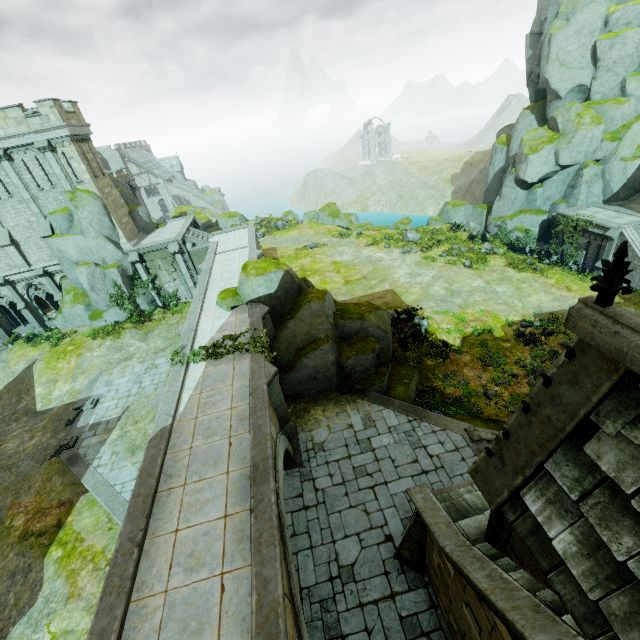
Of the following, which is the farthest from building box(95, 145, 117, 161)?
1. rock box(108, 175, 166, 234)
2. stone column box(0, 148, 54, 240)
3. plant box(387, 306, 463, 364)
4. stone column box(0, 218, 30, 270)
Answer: plant box(387, 306, 463, 364)

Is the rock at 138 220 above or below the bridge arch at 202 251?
above

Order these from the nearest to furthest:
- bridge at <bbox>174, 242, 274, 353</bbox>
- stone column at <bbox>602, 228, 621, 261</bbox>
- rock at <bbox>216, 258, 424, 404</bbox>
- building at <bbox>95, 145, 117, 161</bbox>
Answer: bridge at <bbox>174, 242, 274, 353</bbox>
rock at <bbox>216, 258, 424, 404</bbox>
stone column at <bbox>602, 228, 621, 261</bbox>
building at <bbox>95, 145, 117, 161</bbox>

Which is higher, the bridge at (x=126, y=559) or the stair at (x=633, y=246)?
the bridge at (x=126, y=559)

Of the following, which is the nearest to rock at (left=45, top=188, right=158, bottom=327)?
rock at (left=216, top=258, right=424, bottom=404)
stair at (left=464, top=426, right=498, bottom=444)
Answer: rock at (left=216, top=258, right=424, bottom=404)

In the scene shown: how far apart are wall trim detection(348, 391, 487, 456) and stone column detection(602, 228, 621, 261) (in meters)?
19.07

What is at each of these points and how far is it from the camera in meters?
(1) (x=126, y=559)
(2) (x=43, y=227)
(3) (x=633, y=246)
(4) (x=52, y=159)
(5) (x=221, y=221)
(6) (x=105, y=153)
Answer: (1) bridge, 7.8
(2) stone column, 25.6
(3) stair, 22.3
(4) stone column, 23.8
(5) rock, 47.9
(6) building, 59.6

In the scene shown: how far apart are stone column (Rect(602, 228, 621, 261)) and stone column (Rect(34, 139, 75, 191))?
40.1 meters
